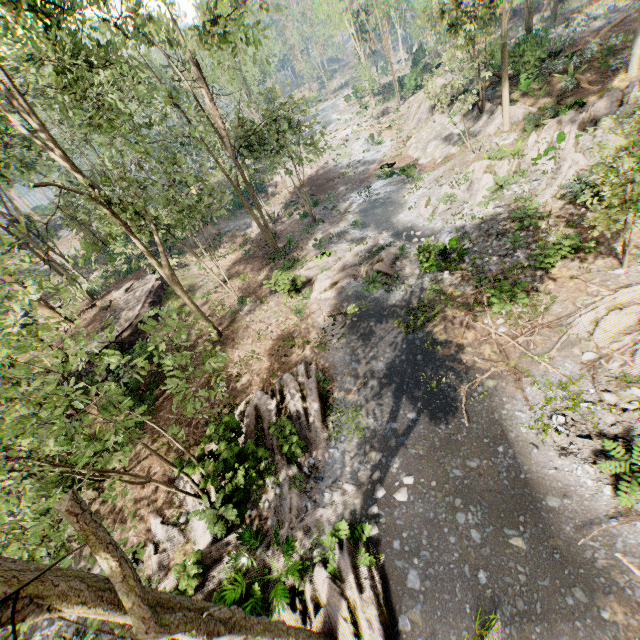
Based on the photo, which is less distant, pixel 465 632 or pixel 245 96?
pixel 465 632

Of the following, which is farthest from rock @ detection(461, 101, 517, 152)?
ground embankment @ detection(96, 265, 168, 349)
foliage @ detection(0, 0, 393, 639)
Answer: ground embankment @ detection(96, 265, 168, 349)

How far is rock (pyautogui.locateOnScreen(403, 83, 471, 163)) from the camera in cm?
2580

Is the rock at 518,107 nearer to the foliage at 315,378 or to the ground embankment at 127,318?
the foliage at 315,378

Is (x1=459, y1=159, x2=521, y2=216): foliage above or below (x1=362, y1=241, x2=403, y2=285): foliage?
above

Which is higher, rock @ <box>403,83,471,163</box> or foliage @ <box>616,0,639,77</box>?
foliage @ <box>616,0,639,77</box>

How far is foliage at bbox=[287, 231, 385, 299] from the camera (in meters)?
18.50
